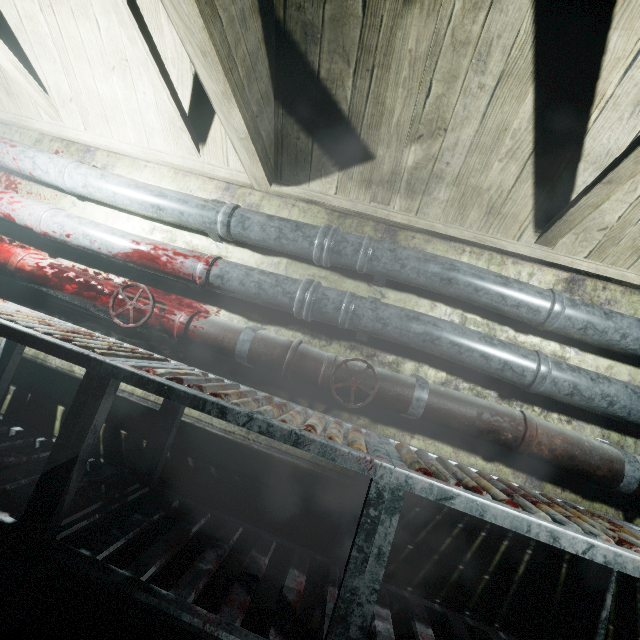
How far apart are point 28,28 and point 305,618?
3.4 meters

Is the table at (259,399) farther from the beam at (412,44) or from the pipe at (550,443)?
the beam at (412,44)

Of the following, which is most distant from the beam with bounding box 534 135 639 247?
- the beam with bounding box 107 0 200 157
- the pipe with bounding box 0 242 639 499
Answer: the pipe with bounding box 0 242 639 499

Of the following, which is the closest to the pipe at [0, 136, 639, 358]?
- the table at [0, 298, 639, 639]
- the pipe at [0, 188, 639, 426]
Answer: the pipe at [0, 188, 639, 426]

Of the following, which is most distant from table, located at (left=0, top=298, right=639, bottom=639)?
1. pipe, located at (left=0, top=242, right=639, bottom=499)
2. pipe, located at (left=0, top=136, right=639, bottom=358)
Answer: pipe, located at (left=0, top=136, right=639, bottom=358)

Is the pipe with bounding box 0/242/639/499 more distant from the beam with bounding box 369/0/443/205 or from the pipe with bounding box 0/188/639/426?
the beam with bounding box 369/0/443/205

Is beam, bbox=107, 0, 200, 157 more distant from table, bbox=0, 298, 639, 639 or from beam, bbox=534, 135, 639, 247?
table, bbox=0, 298, 639, 639
